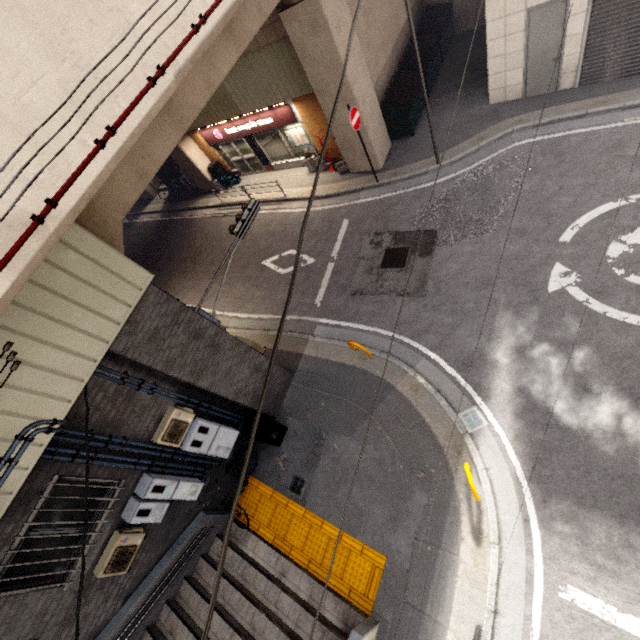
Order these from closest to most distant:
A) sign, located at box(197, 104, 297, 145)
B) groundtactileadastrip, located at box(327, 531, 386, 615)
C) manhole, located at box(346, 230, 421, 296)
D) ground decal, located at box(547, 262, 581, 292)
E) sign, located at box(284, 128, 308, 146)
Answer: groundtactileadastrip, located at box(327, 531, 386, 615) < ground decal, located at box(547, 262, 581, 292) < manhole, located at box(346, 230, 421, 296) < sign, located at box(197, 104, 297, 145) < sign, located at box(284, 128, 308, 146)

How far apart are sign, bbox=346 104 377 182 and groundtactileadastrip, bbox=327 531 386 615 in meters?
10.9 m

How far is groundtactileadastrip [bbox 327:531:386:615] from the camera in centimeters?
646cm

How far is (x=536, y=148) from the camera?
9.77m

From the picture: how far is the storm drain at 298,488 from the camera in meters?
8.0 m

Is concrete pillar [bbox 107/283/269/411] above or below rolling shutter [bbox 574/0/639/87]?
above

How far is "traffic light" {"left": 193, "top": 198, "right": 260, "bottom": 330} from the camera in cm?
728

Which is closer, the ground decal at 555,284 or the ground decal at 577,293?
the ground decal at 577,293
